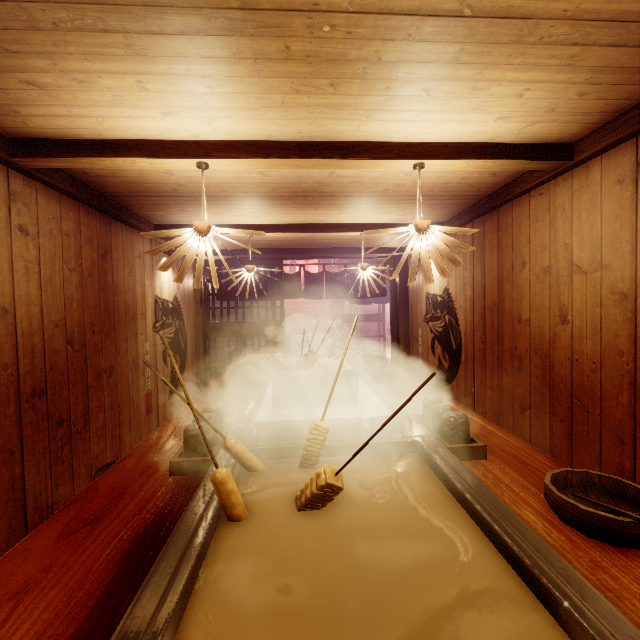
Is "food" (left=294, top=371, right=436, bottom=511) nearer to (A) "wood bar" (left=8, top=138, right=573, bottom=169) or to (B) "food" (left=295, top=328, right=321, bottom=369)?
(A) "wood bar" (left=8, top=138, right=573, bottom=169)

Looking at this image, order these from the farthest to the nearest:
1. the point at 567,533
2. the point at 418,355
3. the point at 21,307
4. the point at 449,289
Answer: the point at 418,355, the point at 449,289, the point at 21,307, the point at 567,533

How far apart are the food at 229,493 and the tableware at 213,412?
0.6 meters

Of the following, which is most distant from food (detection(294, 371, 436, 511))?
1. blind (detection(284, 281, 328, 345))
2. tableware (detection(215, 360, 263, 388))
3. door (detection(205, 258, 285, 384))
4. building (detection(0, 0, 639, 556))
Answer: blind (detection(284, 281, 328, 345))

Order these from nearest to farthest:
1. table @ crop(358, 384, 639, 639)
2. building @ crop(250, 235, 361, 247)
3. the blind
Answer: table @ crop(358, 384, 639, 639) < building @ crop(250, 235, 361, 247) < the blind

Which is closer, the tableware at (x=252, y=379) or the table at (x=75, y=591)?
the table at (x=75, y=591)

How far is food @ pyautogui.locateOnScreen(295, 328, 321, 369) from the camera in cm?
588

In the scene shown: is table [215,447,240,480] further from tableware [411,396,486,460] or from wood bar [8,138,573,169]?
wood bar [8,138,573,169]
